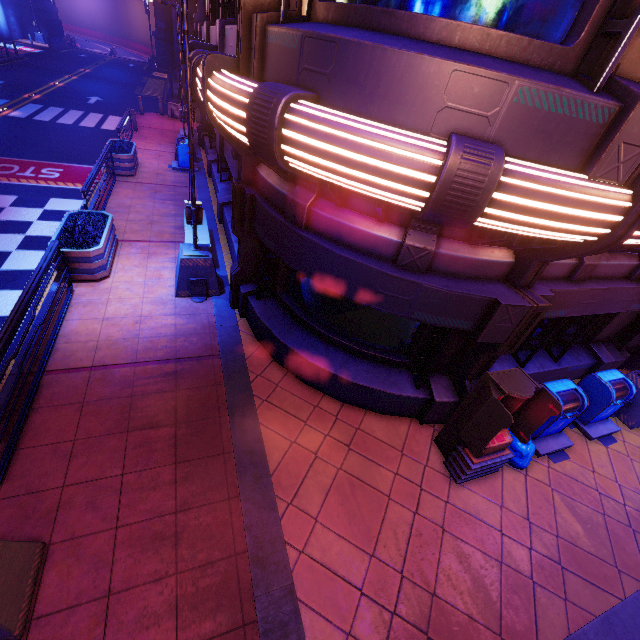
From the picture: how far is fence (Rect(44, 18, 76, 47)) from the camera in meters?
39.9

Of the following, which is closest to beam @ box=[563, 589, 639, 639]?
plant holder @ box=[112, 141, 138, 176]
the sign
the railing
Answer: the sign

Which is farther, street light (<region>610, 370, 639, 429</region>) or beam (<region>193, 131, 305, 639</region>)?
street light (<region>610, 370, 639, 429</region>)

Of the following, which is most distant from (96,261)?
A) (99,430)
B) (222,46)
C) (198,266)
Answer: (222,46)

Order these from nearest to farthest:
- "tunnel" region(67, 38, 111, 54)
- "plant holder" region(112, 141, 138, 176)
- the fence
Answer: "plant holder" region(112, 141, 138, 176) → the fence → "tunnel" region(67, 38, 111, 54)

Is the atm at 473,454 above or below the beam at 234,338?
above

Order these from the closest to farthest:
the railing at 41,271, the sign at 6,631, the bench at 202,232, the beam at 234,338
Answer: the sign at 6,631
the beam at 234,338
the railing at 41,271
the bench at 202,232

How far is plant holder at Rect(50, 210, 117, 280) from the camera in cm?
724
